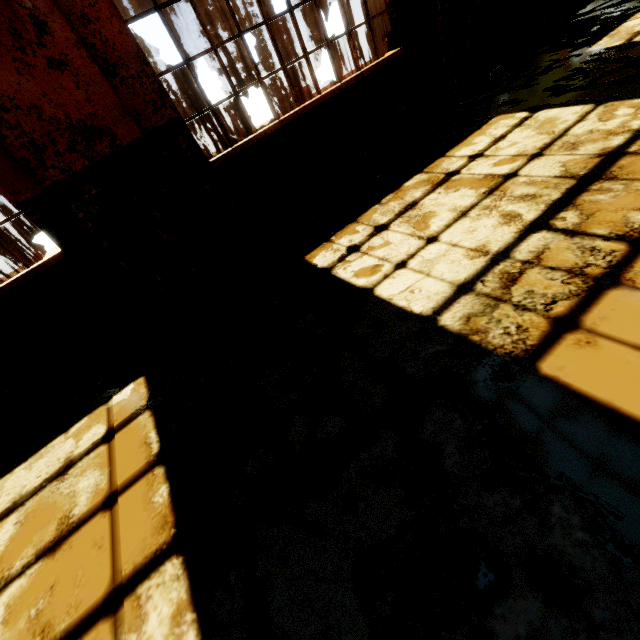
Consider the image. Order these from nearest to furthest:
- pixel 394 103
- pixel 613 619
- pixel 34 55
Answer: pixel 613 619
pixel 34 55
pixel 394 103
